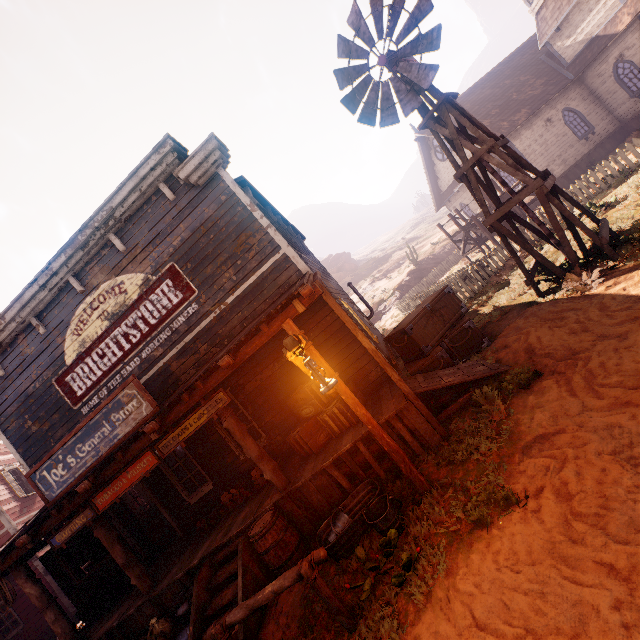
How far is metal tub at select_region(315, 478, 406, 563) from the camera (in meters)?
4.49

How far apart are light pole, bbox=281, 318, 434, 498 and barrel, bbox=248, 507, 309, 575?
2.41m

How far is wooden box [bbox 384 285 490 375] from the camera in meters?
7.7 m

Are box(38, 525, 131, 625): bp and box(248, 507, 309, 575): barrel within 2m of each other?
no

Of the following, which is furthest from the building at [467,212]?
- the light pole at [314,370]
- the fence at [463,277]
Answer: the fence at [463,277]

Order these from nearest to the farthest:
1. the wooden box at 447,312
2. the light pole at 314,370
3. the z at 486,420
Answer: the z at 486,420, the light pole at 314,370, the wooden box at 447,312

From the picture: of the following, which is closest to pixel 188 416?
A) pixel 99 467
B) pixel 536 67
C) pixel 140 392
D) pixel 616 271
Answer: pixel 140 392

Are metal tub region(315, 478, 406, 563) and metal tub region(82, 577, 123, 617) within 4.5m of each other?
Answer: no
